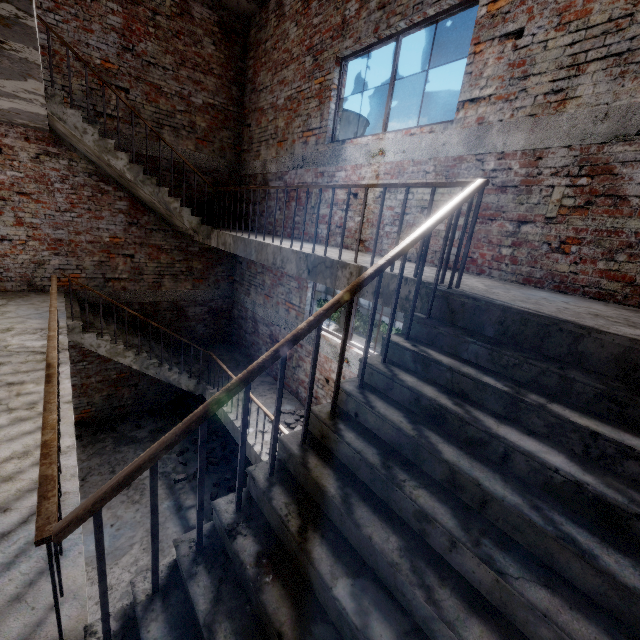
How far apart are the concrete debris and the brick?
3.39m

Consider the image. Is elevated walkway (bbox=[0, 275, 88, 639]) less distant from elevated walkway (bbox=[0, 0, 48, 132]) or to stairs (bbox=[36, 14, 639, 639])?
stairs (bbox=[36, 14, 639, 639])

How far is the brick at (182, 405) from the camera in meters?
9.1

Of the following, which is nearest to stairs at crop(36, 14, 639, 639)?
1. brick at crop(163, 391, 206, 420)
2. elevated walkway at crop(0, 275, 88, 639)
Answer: elevated walkway at crop(0, 275, 88, 639)

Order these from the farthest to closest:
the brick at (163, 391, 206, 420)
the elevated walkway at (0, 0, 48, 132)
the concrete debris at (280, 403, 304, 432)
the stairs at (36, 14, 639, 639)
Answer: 1. the brick at (163, 391, 206, 420)
2. the concrete debris at (280, 403, 304, 432)
3. the elevated walkway at (0, 0, 48, 132)
4. the stairs at (36, 14, 639, 639)

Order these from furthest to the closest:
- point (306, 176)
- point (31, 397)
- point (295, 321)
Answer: point (295, 321), point (306, 176), point (31, 397)

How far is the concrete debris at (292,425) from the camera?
6.2m

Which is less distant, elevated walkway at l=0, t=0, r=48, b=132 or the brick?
elevated walkway at l=0, t=0, r=48, b=132
